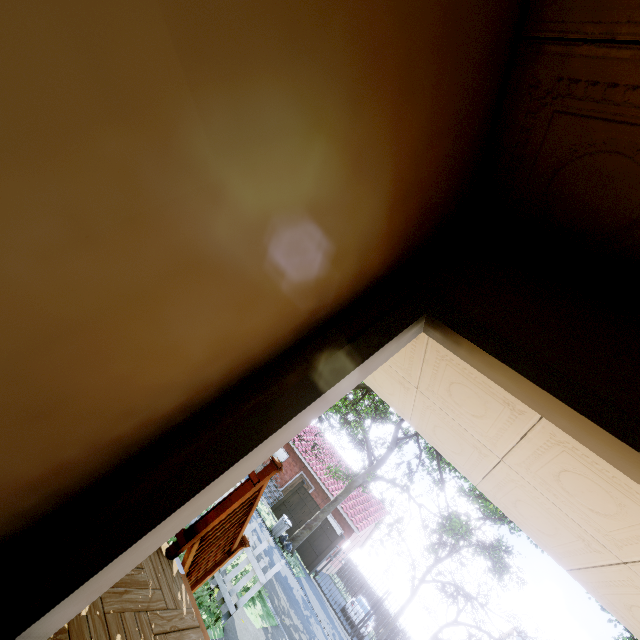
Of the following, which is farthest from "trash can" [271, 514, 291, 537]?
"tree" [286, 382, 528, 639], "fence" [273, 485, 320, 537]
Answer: "fence" [273, 485, 320, 537]

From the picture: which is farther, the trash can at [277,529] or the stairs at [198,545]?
the trash can at [277,529]

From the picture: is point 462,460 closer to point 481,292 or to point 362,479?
point 481,292

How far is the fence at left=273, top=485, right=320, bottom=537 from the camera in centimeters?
1912cm

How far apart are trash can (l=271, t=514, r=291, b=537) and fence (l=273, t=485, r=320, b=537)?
3.4 meters

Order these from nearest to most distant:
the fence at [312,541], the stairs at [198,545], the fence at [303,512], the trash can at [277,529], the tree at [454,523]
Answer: the stairs at [198,545]
the tree at [454,523]
the trash can at [277,529]
the fence at [312,541]
the fence at [303,512]
